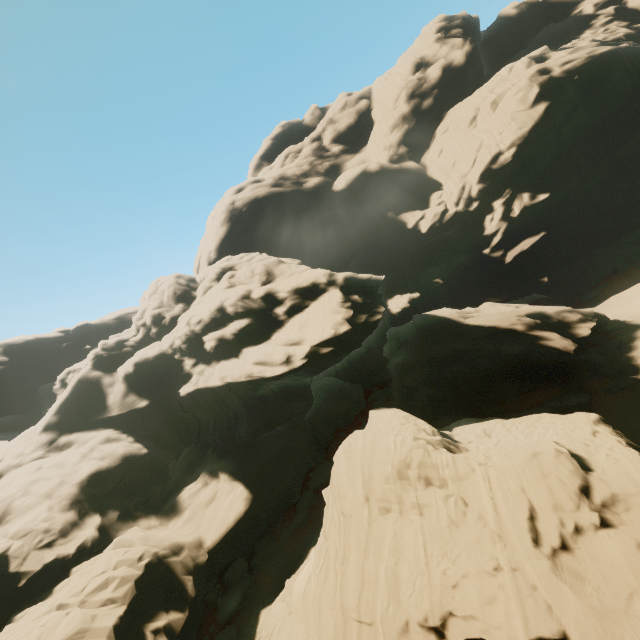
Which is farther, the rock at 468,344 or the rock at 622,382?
the rock at 622,382

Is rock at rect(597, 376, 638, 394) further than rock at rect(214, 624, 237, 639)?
Yes

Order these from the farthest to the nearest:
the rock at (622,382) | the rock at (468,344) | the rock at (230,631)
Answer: the rock at (622,382)
the rock at (230,631)
the rock at (468,344)

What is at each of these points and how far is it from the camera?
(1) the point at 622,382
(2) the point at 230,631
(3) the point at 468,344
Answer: (1) rock, 24.0 meters
(2) rock, 18.4 meters
(3) rock, 31.3 meters

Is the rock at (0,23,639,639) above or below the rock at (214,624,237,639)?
above
